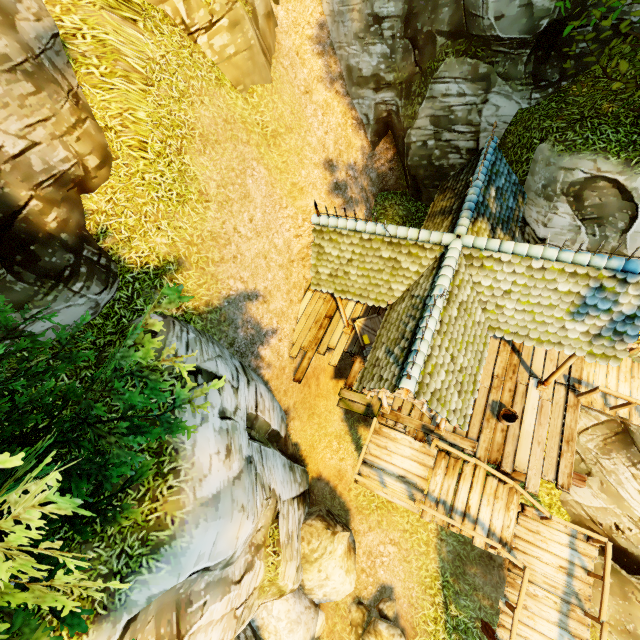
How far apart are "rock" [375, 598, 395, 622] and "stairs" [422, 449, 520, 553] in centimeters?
363cm

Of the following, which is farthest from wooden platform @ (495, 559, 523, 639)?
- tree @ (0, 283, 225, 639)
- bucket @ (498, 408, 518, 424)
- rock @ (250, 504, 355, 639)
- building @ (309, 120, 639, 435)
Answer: tree @ (0, 283, 225, 639)

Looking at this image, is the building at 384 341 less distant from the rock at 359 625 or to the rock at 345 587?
the rock at 345 587

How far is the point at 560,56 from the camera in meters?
9.1 m

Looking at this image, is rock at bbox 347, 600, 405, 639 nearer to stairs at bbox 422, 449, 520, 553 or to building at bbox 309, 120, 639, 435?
stairs at bbox 422, 449, 520, 553

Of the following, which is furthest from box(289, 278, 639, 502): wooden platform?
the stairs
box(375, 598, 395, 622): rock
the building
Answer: box(375, 598, 395, 622): rock

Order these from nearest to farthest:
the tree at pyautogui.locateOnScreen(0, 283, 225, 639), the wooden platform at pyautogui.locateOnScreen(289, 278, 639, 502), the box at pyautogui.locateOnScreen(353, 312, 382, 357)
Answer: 1. the tree at pyautogui.locateOnScreen(0, 283, 225, 639)
2. the wooden platform at pyautogui.locateOnScreen(289, 278, 639, 502)
3. the box at pyautogui.locateOnScreen(353, 312, 382, 357)

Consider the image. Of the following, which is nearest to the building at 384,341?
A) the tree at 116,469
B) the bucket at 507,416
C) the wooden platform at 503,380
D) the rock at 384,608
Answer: the wooden platform at 503,380
